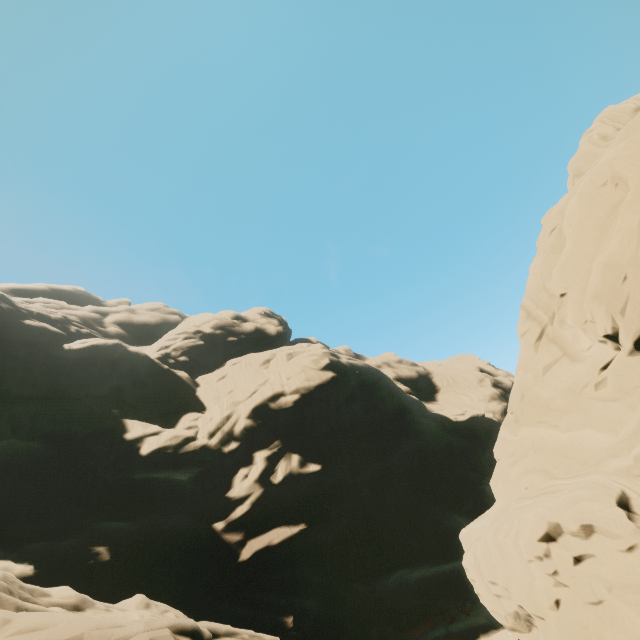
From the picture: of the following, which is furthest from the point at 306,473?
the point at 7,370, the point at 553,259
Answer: the point at 7,370
